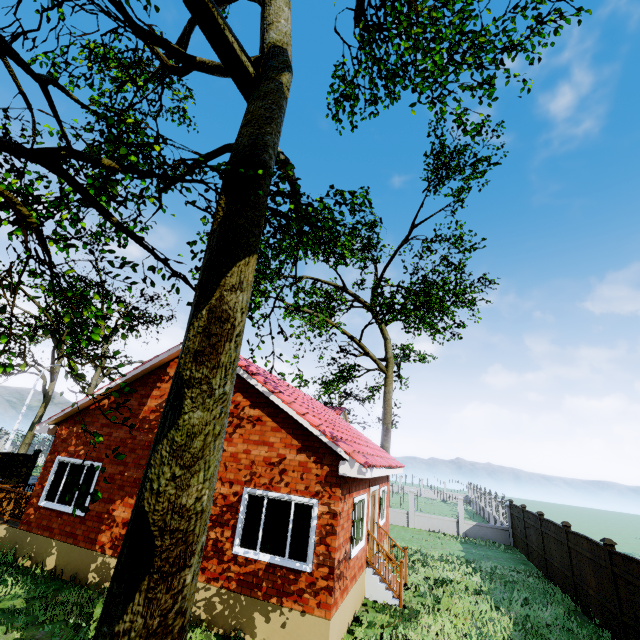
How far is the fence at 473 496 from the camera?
20.4 meters

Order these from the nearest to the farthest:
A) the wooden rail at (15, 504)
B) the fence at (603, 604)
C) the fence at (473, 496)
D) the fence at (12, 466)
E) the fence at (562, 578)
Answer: the fence at (603, 604), the wooden rail at (15, 504), the fence at (562, 578), the fence at (12, 466), the fence at (473, 496)

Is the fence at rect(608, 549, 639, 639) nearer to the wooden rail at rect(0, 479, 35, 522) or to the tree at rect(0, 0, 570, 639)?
the tree at rect(0, 0, 570, 639)

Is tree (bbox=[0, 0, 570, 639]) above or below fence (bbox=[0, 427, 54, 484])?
above

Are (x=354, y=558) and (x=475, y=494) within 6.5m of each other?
no

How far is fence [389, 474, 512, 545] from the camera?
20.4m
